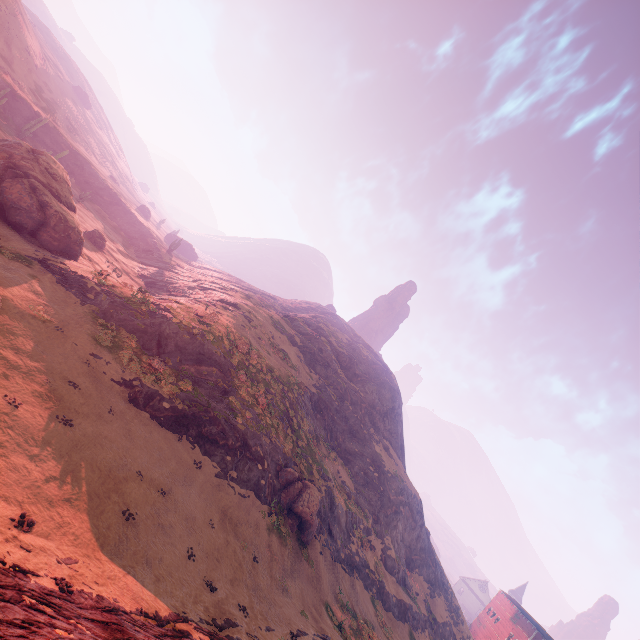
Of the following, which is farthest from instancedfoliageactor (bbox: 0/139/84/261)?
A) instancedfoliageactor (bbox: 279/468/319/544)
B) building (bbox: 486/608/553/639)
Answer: building (bbox: 486/608/553/639)

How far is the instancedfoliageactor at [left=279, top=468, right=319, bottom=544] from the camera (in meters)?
25.31

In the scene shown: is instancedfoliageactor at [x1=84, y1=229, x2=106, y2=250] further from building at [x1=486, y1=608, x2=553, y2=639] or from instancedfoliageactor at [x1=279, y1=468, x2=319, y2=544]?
building at [x1=486, y1=608, x2=553, y2=639]

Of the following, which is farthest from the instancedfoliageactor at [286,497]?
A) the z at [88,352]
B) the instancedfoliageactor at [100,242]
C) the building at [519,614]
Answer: the building at [519,614]

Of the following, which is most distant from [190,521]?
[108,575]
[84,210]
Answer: [84,210]

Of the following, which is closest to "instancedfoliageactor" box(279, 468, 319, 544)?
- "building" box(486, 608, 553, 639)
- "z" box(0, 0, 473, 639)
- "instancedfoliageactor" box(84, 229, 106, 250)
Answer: "z" box(0, 0, 473, 639)

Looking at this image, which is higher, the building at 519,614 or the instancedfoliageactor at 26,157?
the building at 519,614

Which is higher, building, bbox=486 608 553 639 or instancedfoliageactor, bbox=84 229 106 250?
building, bbox=486 608 553 639
